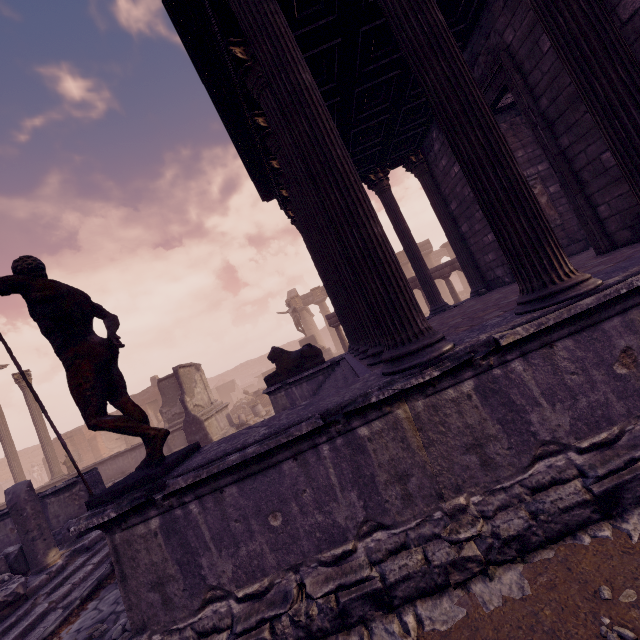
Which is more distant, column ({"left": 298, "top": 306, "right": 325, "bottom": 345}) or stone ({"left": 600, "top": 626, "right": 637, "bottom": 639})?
column ({"left": 298, "top": 306, "right": 325, "bottom": 345})

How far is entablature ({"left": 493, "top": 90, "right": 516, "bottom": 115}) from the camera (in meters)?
9.59

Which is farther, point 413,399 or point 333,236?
point 333,236

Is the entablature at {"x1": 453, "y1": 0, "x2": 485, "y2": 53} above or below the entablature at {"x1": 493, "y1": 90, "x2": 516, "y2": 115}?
above

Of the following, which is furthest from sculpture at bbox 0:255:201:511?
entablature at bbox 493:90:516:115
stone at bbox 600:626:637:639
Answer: entablature at bbox 493:90:516:115

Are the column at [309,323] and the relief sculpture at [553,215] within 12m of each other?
no

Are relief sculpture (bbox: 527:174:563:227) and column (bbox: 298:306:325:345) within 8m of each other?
no

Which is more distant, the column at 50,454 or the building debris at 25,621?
the column at 50,454
